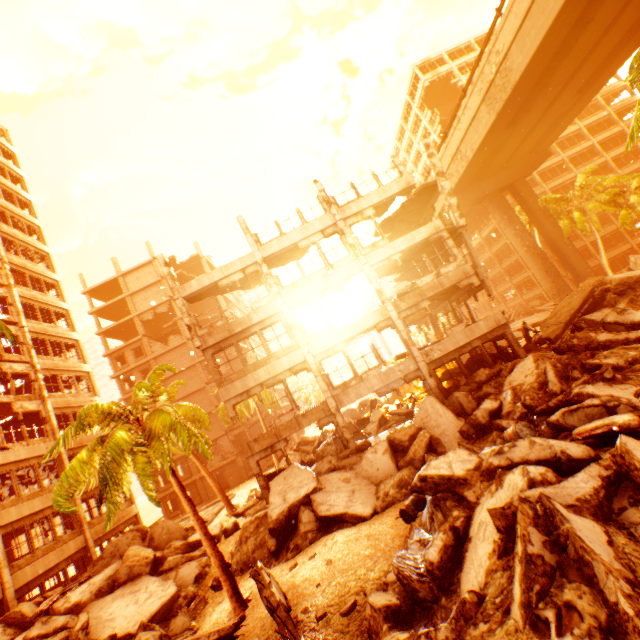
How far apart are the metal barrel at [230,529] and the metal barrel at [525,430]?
14.2m

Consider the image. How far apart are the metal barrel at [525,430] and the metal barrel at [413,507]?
2.93m

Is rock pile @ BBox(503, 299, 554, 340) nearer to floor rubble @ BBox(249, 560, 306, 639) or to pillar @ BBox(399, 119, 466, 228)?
pillar @ BBox(399, 119, 466, 228)

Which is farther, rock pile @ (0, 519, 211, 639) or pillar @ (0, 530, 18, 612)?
pillar @ (0, 530, 18, 612)

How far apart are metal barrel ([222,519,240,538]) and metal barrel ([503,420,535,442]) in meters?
14.2 m

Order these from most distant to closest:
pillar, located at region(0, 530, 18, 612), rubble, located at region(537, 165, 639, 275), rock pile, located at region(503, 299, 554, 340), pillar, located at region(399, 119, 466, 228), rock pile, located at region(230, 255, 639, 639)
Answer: rock pile, located at region(503, 299, 554, 340), rubble, located at region(537, 165, 639, 275), pillar, located at region(399, 119, 466, 228), pillar, located at region(0, 530, 18, 612), rock pile, located at region(230, 255, 639, 639)

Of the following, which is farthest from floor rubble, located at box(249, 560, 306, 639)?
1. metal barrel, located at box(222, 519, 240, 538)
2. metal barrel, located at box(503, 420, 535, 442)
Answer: metal barrel, located at box(222, 519, 240, 538)

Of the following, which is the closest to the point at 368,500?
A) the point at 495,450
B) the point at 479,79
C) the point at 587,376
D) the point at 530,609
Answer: the point at 495,450
